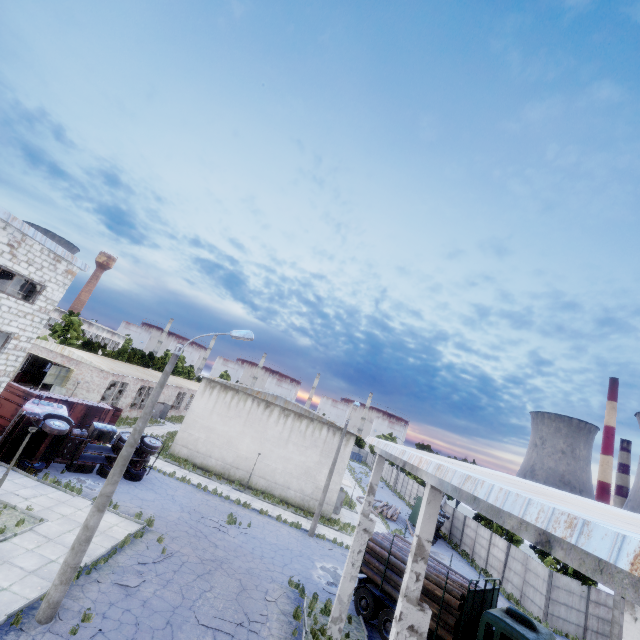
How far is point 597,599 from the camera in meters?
24.4

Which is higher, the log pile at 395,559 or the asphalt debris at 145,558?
the log pile at 395,559

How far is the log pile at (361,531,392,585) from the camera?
16.0 meters

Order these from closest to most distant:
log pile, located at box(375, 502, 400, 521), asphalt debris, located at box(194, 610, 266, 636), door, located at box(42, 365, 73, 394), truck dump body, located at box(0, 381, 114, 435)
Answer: asphalt debris, located at box(194, 610, 266, 636) → truck dump body, located at box(0, 381, 114, 435) → door, located at box(42, 365, 73, 394) → log pile, located at box(375, 502, 400, 521)

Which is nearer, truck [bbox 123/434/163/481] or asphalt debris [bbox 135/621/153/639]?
asphalt debris [bbox 135/621/153/639]

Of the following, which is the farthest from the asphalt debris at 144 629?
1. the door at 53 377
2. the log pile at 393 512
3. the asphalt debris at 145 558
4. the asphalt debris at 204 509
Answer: the log pile at 393 512

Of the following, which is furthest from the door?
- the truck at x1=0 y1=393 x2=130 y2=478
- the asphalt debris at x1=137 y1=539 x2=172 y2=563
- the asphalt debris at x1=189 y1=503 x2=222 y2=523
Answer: the asphalt debris at x1=137 y1=539 x2=172 y2=563

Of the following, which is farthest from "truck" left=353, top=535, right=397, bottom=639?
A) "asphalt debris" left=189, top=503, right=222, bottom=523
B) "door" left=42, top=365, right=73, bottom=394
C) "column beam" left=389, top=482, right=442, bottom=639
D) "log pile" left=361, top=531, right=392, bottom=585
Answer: "door" left=42, top=365, right=73, bottom=394
